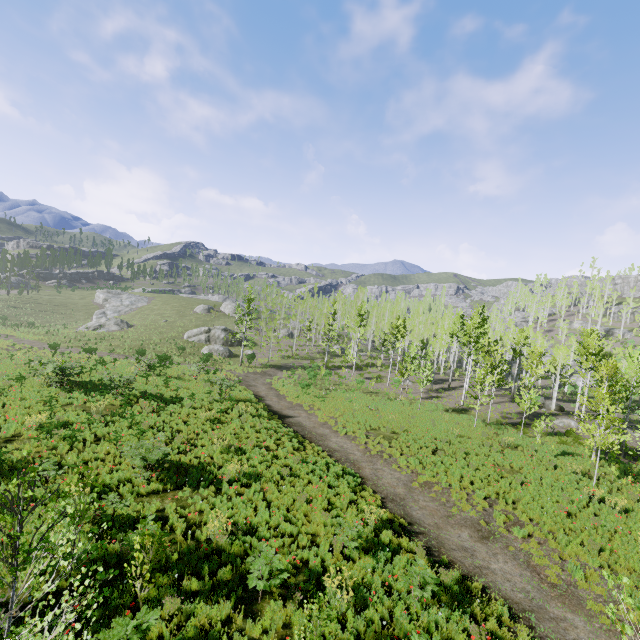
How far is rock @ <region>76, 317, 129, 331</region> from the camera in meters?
51.7

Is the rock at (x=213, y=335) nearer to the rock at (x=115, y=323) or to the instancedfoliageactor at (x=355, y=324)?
the instancedfoliageactor at (x=355, y=324)

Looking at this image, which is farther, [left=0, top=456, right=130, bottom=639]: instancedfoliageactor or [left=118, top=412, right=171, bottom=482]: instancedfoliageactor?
[left=118, top=412, right=171, bottom=482]: instancedfoliageactor

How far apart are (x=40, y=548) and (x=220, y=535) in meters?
4.1 m

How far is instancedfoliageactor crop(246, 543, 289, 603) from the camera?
7.20m

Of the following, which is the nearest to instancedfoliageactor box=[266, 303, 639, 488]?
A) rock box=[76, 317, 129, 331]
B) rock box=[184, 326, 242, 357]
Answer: rock box=[184, 326, 242, 357]
